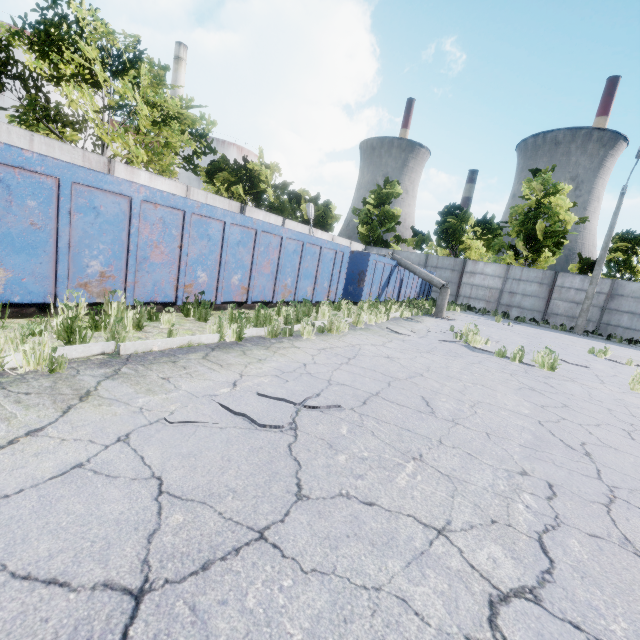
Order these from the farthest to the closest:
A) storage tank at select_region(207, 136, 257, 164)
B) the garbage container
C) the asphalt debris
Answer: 1. storage tank at select_region(207, 136, 257, 164)
2. the garbage container
3. the asphalt debris

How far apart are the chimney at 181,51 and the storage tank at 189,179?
5.8m

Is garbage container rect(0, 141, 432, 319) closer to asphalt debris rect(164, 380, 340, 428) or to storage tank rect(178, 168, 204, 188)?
asphalt debris rect(164, 380, 340, 428)

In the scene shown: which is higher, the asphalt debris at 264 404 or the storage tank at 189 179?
the storage tank at 189 179

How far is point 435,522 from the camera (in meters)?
2.14

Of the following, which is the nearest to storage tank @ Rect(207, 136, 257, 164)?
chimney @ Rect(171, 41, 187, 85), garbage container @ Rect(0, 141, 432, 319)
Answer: chimney @ Rect(171, 41, 187, 85)

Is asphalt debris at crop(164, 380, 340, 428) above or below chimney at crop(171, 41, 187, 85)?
below
